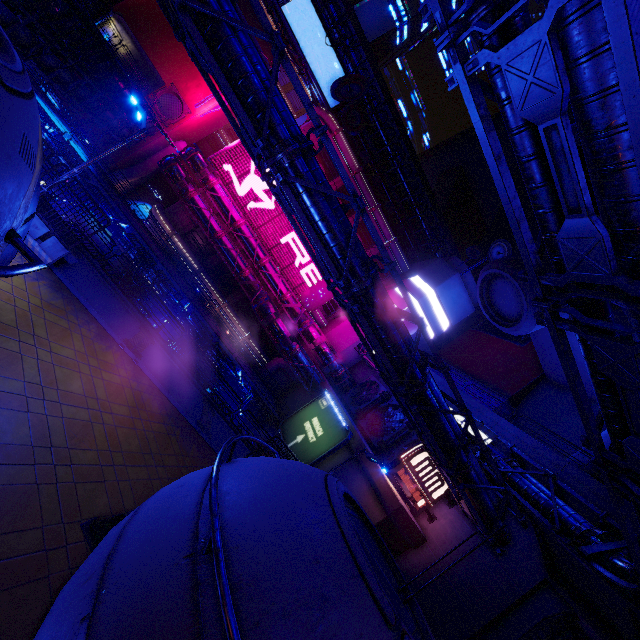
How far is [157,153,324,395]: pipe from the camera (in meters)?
32.03

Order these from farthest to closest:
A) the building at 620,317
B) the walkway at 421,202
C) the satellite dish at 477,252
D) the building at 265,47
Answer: the walkway at 421,202 → the building at 265,47 → the satellite dish at 477,252 → the building at 620,317

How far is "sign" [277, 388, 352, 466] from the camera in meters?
24.0

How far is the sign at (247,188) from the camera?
36.6 meters

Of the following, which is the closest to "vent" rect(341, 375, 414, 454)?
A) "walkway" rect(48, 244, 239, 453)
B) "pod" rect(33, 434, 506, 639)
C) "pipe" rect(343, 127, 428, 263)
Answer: "walkway" rect(48, 244, 239, 453)

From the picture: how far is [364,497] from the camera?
19.6m

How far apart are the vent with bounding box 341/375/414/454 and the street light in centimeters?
2422cm

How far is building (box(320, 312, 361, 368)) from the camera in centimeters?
3975cm
